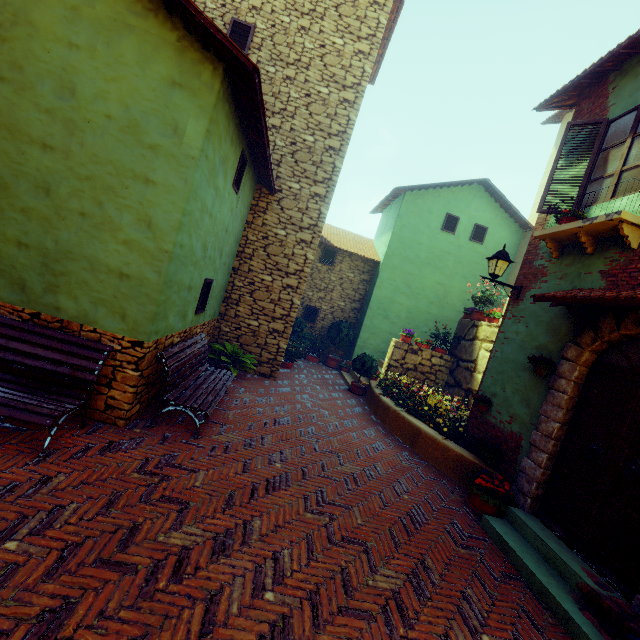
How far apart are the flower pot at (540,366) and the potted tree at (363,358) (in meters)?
4.91

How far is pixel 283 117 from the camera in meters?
8.2 m

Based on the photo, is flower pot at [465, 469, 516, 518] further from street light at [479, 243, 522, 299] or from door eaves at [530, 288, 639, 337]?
street light at [479, 243, 522, 299]

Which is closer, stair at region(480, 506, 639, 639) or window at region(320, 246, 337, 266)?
stair at region(480, 506, 639, 639)

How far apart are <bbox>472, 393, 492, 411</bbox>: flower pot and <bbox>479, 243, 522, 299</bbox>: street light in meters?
2.0

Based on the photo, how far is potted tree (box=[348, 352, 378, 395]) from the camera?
9.9 meters

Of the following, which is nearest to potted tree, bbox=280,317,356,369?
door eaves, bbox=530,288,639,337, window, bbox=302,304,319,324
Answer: window, bbox=302,304,319,324

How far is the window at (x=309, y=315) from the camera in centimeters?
1326cm
